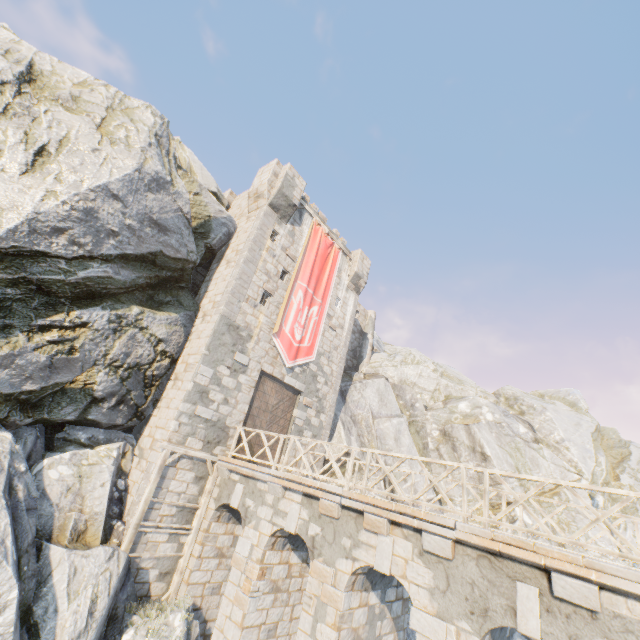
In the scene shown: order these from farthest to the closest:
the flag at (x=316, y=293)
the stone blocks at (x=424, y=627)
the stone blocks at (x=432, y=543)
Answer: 1. the flag at (x=316, y=293)
2. the stone blocks at (x=424, y=627)
3. the stone blocks at (x=432, y=543)

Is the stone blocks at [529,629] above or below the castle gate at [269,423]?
below

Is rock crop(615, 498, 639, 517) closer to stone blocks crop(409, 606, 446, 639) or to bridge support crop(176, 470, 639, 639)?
bridge support crop(176, 470, 639, 639)

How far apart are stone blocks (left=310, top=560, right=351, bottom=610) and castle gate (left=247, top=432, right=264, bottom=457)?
6.04m

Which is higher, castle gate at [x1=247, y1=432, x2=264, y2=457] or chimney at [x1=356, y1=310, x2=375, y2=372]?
chimney at [x1=356, y1=310, x2=375, y2=372]

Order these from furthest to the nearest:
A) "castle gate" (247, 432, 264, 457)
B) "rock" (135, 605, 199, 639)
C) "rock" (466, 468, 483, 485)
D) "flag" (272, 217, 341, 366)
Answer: "rock" (466, 468, 483, 485), "flag" (272, 217, 341, 366), "castle gate" (247, 432, 264, 457), "rock" (135, 605, 199, 639)

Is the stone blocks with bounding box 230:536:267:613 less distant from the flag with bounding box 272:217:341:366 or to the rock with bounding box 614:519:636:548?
the rock with bounding box 614:519:636:548

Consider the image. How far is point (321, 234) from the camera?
19.4m
